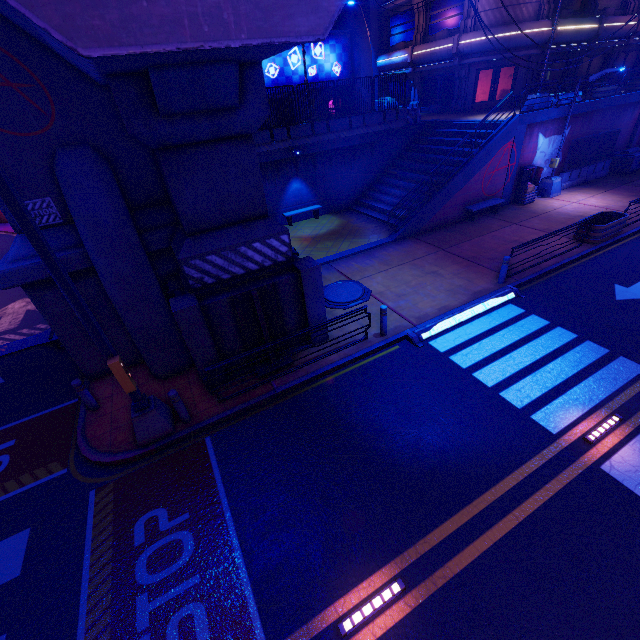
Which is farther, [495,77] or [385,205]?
[495,77]

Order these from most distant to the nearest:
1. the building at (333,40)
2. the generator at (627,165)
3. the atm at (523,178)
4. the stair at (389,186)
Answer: the building at (333,40)
the generator at (627,165)
the stair at (389,186)
the atm at (523,178)

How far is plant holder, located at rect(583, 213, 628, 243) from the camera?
13.55m

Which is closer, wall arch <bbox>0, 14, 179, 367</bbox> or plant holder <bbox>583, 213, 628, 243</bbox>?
wall arch <bbox>0, 14, 179, 367</bbox>

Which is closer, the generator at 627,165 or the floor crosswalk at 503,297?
the floor crosswalk at 503,297

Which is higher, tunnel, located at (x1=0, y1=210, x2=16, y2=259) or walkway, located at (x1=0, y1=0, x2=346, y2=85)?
walkway, located at (x1=0, y1=0, x2=346, y2=85)

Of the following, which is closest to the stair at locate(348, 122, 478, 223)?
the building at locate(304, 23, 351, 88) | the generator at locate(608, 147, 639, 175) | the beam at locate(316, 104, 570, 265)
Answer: the beam at locate(316, 104, 570, 265)

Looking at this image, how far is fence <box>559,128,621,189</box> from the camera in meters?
19.6 m
